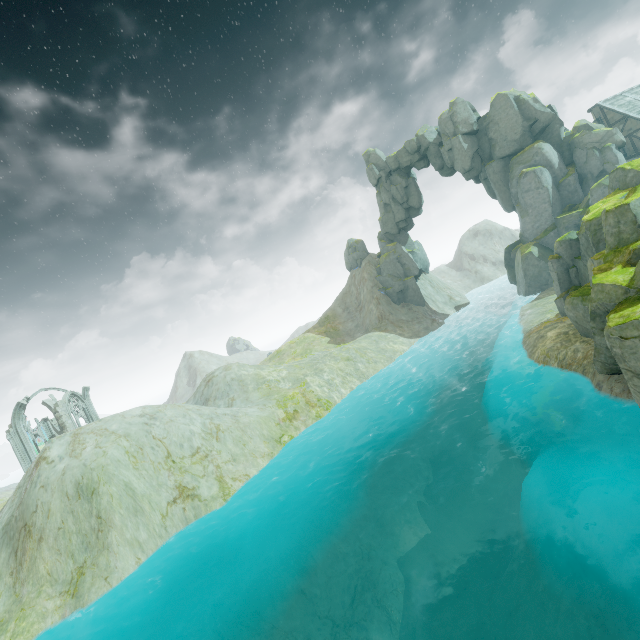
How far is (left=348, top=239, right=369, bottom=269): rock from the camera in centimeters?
5803cm

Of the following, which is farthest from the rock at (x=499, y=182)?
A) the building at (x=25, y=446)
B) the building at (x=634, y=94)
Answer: the building at (x=25, y=446)

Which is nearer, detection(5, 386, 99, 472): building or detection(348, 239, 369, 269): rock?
detection(5, 386, 99, 472): building

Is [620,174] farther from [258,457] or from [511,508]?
[258,457]

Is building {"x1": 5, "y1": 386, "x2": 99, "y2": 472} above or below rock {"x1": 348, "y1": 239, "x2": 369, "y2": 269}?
below

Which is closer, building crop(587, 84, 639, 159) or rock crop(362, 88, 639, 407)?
rock crop(362, 88, 639, 407)
